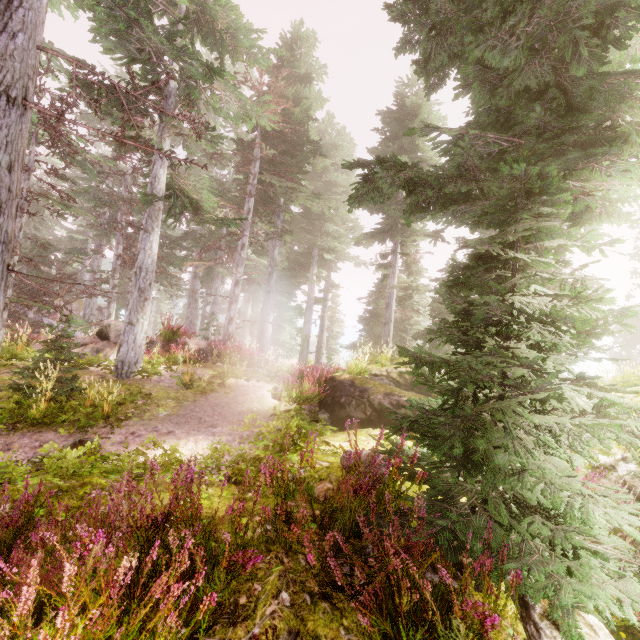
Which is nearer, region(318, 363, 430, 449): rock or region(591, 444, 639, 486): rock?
region(591, 444, 639, 486): rock

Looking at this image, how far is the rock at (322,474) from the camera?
2.8m

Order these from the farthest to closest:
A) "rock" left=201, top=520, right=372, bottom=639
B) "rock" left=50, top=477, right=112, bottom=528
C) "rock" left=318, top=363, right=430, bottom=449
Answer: "rock" left=318, top=363, right=430, bottom=449 < "rock" left=50, top=477, right=112, bottom=528 < "rock" left=201, top=520, right=372, bottom=639

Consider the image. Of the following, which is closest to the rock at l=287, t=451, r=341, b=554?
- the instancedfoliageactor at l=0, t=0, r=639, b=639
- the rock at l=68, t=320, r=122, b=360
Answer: the instancedfoliageactor at l=0, t=0, r=639, b=639

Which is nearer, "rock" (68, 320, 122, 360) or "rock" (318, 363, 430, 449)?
"rock" (318, 363, 430, 449)

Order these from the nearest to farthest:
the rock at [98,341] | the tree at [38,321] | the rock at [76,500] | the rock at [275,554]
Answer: the rock at [275,554], the rock at [76,500], the rock at [98,341], the tree at [38,321]

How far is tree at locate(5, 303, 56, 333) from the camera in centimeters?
1521cm

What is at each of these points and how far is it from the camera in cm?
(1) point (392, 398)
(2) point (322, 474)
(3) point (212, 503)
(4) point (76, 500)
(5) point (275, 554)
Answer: (1) rock, 879
(2) rock, 343
(3) rock, 312
(4) rock, 281
(5) rock, 249
